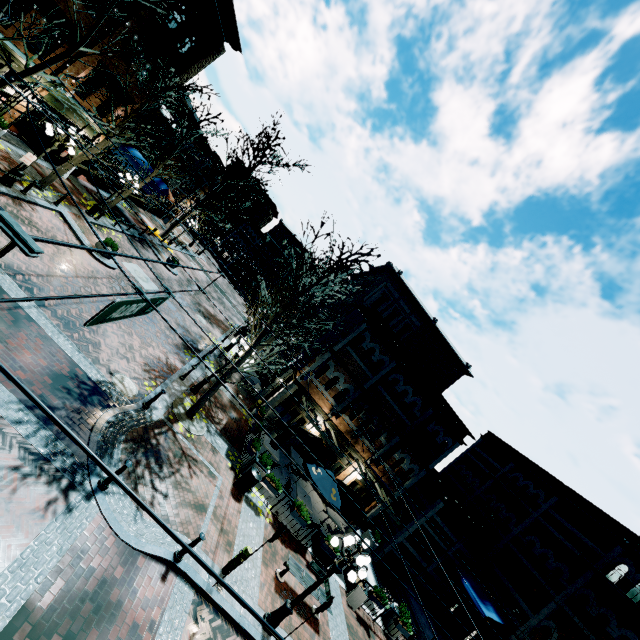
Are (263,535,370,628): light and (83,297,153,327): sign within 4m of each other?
no

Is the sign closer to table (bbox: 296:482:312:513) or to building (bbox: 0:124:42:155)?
table (bbox: 296:482:312:513)

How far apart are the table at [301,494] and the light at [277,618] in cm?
536

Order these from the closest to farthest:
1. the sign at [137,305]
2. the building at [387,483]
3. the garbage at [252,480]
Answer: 1. the sign at [137,305]
2. the garbage at [252,480]
3. the building at [387,483]

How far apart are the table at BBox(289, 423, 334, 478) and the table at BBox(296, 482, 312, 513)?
1.13m

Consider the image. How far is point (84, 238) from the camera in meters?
16.3 m

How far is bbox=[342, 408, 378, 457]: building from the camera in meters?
19.8 m

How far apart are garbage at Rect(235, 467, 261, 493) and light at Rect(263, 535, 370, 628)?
3.9m
